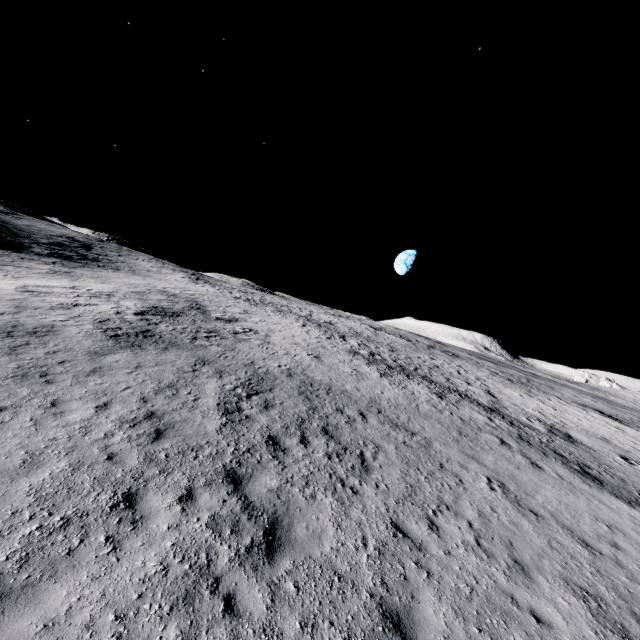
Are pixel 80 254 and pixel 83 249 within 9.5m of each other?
yes
